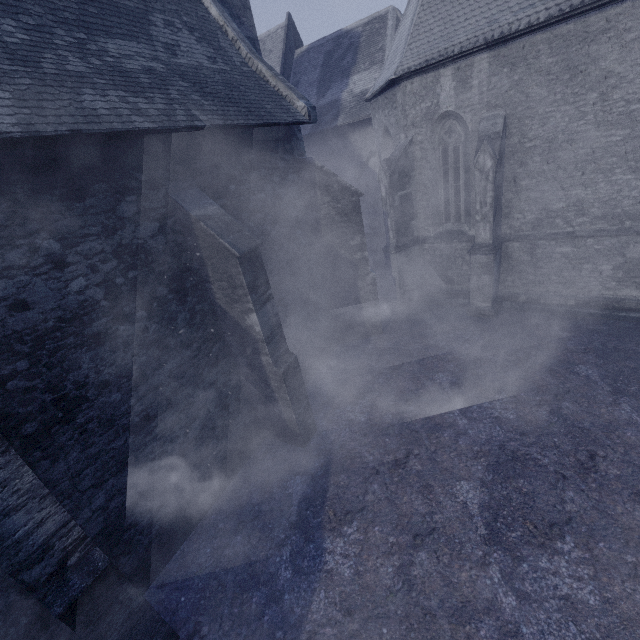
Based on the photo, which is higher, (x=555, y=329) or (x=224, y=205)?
(x=224, y=205)
